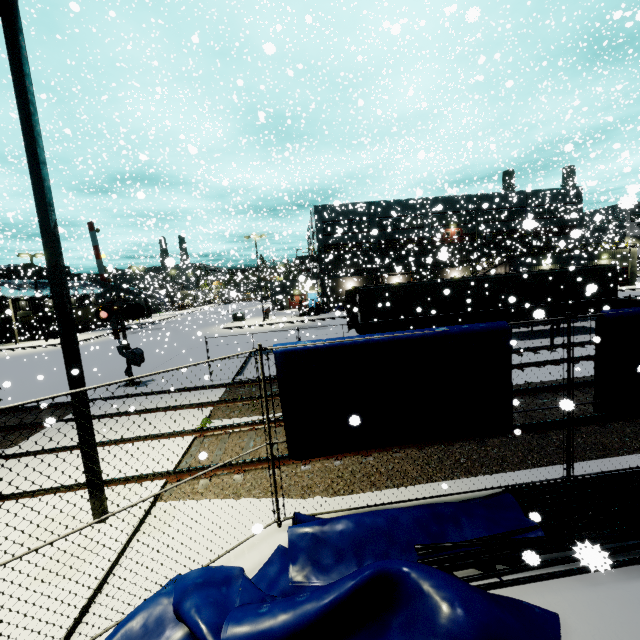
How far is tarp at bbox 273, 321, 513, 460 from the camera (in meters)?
5.16

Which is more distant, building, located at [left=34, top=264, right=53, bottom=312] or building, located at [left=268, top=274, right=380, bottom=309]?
building, located at [left=34, top=264, right=53, bottom=312]

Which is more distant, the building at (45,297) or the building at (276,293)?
the building at (45,297)

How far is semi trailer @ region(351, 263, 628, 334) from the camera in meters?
18.3 m

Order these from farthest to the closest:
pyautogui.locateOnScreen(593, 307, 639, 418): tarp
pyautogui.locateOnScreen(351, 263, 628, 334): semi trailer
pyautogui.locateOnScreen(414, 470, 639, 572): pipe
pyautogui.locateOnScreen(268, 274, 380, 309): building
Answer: pyautogui.locateOnScreen(268, 274, 380, 309): building
pyautogui.locateOnScreen(351, 263, 628, 334): semi trailer
pyautogui.locateOnScreen(593, 307, 639, 418): tarp
pyautogui.locateOnScreen(414, 470, 639, 572): pipe

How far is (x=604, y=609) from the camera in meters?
3.8 m

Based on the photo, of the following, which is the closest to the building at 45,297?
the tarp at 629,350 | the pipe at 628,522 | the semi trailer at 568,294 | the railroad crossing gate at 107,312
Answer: the semi trailer at 568,294

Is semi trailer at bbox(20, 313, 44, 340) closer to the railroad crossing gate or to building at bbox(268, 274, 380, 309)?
building at bbox(268, 274, 380, 309)
